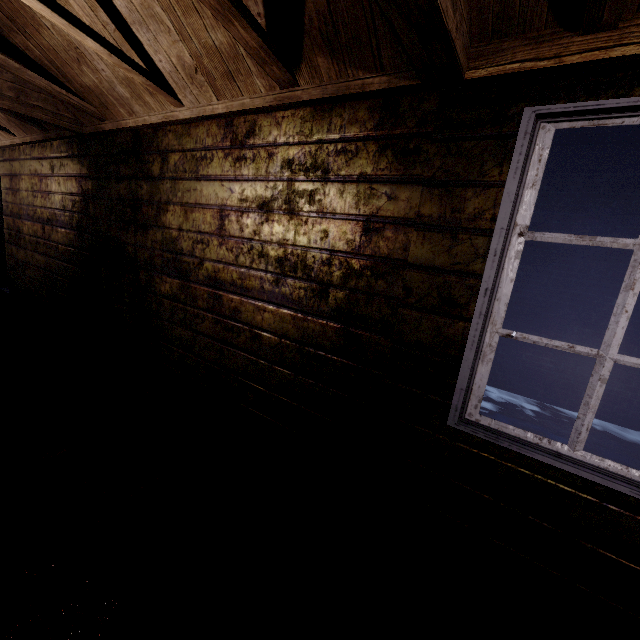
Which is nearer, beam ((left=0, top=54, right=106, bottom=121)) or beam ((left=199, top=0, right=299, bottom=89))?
beam ((left=199, top=0, right=299, bottom=89))

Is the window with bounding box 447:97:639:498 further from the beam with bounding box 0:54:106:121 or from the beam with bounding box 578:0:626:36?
the beam with bounding box 0:54:106:121

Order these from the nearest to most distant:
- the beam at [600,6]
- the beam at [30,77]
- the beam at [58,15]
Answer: the beam at [600,6] < the beam at [58,15] < the beam at [30,77]

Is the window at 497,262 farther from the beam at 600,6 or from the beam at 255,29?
the beam at 255,29

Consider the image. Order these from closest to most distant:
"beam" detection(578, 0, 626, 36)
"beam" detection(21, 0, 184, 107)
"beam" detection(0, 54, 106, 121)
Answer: "beam" detection(578, 0, 626, 36) → "beam" detection(21, 0, 184, 107) → "beam" detection(0, 54, 106, 121)

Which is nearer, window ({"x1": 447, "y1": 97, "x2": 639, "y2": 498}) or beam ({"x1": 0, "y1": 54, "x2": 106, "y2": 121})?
window ({"x1": 447, "y1": 97, "x2": 639, "y2": 498})

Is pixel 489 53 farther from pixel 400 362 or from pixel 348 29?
pixel 400 362
